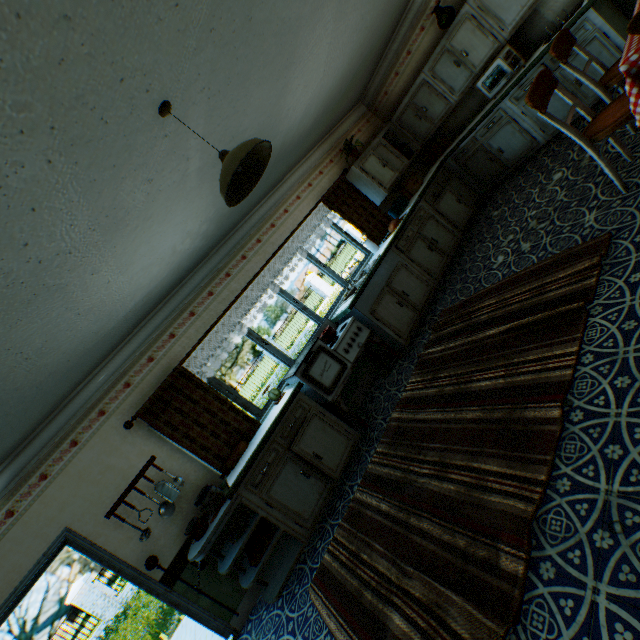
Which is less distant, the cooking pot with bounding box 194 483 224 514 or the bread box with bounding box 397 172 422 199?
the cooking pot with bounding box 194 483 224 514

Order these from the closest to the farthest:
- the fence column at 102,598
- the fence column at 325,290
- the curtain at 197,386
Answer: the curtain at 197,386
the fence column at 102,598
the fence column at 325,290

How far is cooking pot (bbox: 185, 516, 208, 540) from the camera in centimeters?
340cm

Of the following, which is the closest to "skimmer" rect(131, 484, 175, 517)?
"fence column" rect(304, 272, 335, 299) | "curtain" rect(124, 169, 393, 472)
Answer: "curtain" rect(124, 169, 393, 472)

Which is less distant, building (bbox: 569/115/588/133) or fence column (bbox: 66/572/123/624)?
building (bbox: 569/115/588/133)

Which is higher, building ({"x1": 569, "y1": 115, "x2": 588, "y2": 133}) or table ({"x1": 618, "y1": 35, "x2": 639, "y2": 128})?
table ({"x1": 618, "y1": 35, "x2": 639, "y2": 128})

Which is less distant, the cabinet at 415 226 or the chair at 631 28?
the chair at 631 28

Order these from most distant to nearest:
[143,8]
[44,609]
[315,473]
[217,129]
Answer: [44,609] < [315,473] < [217,129] < [143,8]
